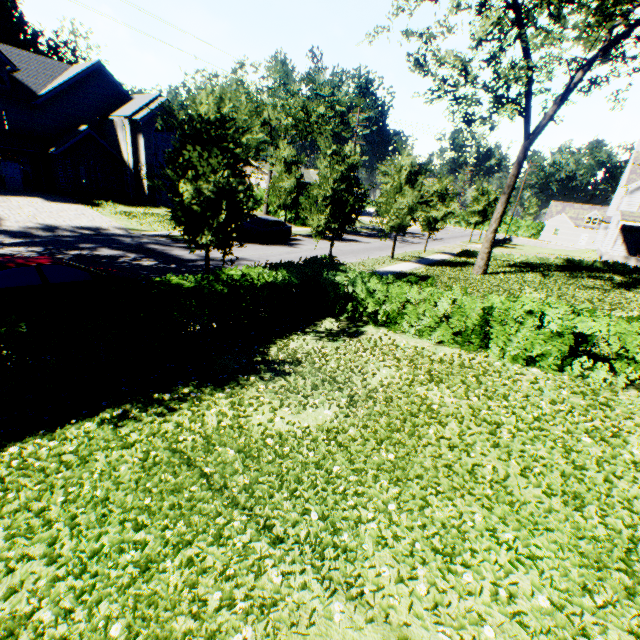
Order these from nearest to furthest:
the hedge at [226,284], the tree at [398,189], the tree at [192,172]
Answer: the hedge at [226,284] → the tree at [192,172] → the tree at [398,189]

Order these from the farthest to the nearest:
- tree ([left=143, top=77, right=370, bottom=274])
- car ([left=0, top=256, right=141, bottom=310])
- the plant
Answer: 1. the plant
2. tree ([left=143, top=77, right=370, bottom=274])
3. car ([left=0, top=256, right=141, bottom=310])

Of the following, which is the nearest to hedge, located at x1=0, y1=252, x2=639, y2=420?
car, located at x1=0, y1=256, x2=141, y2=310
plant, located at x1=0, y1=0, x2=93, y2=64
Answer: car, located at x1=0, y1=256, x2=141, y2=310

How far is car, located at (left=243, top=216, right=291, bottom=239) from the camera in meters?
24.0 m

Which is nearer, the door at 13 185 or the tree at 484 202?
the tree at 484 202

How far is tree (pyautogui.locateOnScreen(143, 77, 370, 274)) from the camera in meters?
9.0 m

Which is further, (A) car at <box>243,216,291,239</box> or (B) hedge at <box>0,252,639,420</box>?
(A) car at <box>243,216,291,239</box>

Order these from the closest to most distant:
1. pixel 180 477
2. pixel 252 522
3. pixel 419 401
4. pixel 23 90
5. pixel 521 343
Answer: pixel 252 522 → pixel 180 477 → pixel 419 401 → pixel 521 343 → pixel 23 90
